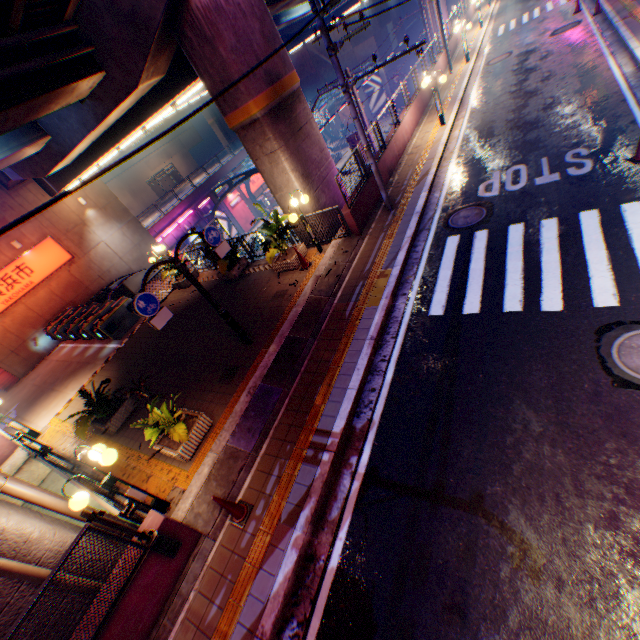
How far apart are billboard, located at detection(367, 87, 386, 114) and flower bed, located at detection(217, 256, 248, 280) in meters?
42.1 m

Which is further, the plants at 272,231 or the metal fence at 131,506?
the plants at 272,231

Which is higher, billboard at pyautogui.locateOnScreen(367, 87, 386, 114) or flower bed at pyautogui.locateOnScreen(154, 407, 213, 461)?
flower bed at pyautogui.locateOnScreen(154, 407, 213, 461)

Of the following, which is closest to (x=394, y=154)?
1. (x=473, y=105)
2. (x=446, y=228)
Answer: (x=473, y=105)

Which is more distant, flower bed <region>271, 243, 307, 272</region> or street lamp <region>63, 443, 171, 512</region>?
flower bed <region>271, 243, 307, 272</region>

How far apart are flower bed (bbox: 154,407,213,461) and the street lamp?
0.8 meters

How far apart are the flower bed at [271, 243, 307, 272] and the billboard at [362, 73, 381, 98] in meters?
42.7 m

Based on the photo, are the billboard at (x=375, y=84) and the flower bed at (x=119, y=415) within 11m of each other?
no
